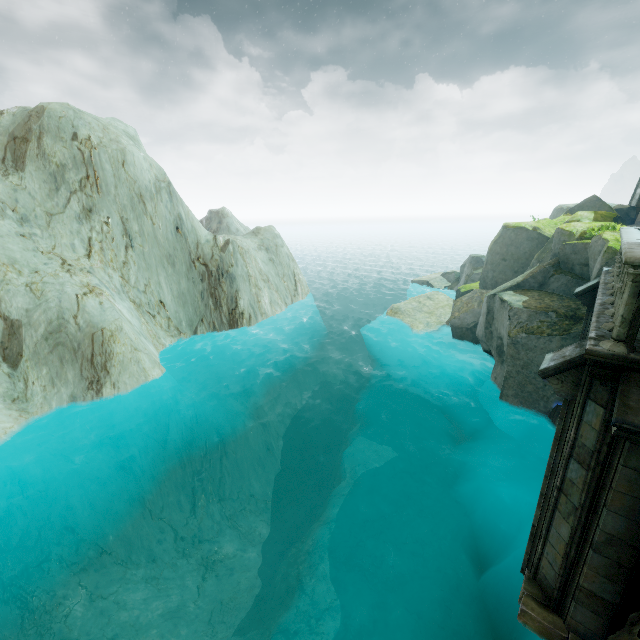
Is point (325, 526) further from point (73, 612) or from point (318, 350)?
point (318, 350)
